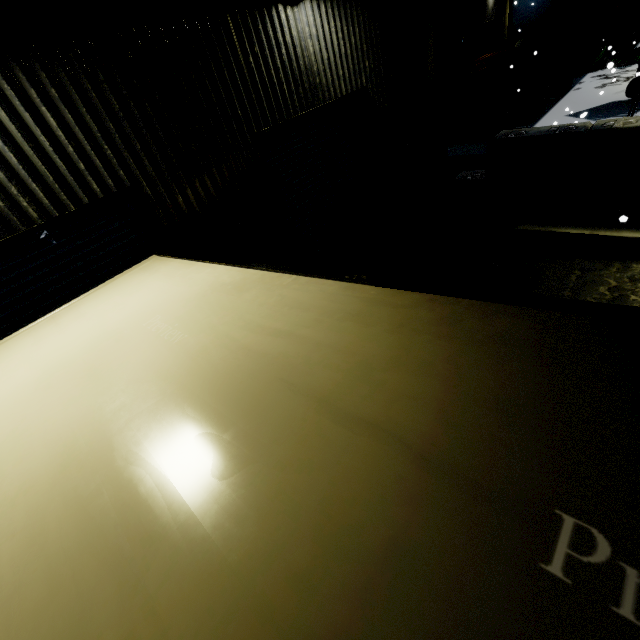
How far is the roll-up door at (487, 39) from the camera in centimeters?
2140cm

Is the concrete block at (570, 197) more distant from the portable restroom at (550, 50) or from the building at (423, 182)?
the portable restroom at (550, 50)

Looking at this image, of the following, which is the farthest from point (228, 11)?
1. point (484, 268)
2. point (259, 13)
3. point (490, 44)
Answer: point (490, 44)

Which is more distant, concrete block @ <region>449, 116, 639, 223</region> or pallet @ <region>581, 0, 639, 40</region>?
pallet @ <region>581, 0, 639, 40</region>

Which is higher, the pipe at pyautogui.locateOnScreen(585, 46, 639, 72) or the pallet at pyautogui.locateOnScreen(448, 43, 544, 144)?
the pallet at pyautogui.locateOnScreen(448, 43, 544, 144)

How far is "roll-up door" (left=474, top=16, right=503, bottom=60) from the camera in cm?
2140

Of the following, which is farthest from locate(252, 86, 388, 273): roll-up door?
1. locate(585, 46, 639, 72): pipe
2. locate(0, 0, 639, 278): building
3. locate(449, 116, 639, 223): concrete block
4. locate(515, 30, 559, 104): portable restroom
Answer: locate(585, 46, 639, 72): pipe
